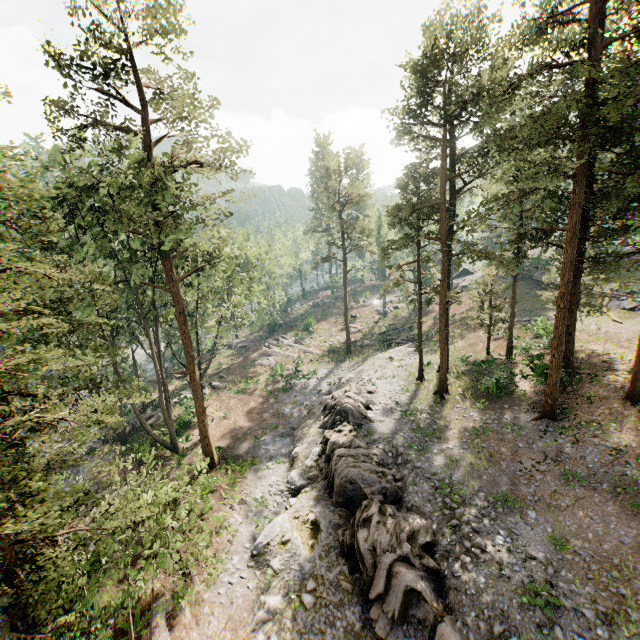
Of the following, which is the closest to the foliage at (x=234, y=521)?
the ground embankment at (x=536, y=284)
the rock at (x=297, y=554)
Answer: the rock at (x=297, y=554)

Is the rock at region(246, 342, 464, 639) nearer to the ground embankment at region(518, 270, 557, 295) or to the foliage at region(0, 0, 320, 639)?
the foliage at region(0, 0, 320, 639)

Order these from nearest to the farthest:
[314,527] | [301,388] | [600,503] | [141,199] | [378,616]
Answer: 1. [378,616]
2. [600,503]
3. [314,527]
4. [141,199]
5. [301,388]

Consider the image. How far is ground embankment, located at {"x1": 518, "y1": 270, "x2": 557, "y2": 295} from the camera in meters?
42.8

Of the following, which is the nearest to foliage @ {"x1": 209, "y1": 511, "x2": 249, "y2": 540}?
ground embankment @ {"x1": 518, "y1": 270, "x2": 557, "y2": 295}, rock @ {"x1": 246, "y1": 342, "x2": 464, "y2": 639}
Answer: rock @ {"x1": 246, "y1": 342, "x2": 464, "y2": 639}

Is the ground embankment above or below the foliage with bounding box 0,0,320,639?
above
